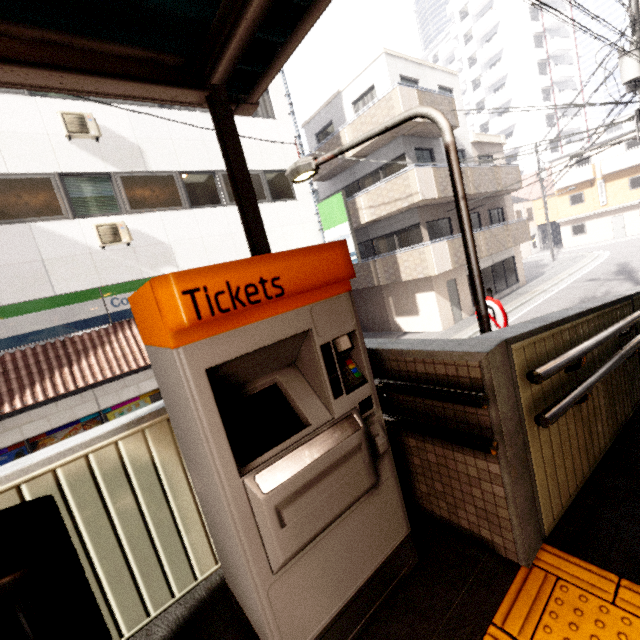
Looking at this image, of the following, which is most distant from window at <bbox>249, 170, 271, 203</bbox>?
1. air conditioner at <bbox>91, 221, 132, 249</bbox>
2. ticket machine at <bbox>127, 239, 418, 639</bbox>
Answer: ticket machine at <bbox>127, 239, 418, 639</bbox>

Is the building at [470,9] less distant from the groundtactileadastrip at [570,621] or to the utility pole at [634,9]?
the utility pole at [634,9]

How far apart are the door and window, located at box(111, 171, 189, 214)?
38.72m

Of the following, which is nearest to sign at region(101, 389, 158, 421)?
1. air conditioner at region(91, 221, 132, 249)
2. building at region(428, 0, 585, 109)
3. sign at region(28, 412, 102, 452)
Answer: sign at region(28, 412, 102, 452)

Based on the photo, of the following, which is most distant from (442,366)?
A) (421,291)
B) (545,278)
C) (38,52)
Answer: (545,278)

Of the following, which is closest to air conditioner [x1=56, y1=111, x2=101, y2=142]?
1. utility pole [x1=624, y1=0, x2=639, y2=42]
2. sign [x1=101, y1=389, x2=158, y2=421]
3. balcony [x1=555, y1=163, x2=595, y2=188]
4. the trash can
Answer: sign [x1=101, y1=389, x2=158, y2=421]

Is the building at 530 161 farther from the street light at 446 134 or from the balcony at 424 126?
the street light at 446 134

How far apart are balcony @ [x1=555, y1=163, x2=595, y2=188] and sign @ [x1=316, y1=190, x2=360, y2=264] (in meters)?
32.14
